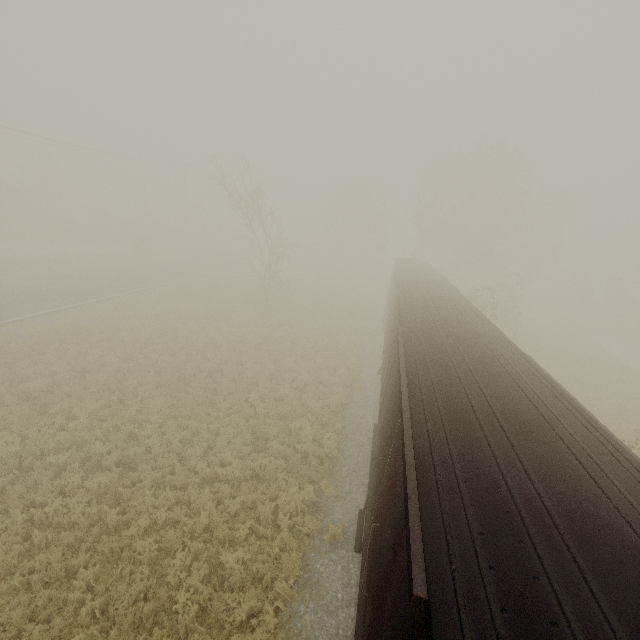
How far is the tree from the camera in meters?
30.8 m

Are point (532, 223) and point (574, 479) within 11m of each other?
no

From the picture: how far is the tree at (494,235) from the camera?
30.78m

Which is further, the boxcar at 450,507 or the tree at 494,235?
the tree at 494,235

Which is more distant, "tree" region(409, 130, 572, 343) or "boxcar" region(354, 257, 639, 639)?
"tree" region(409, 130, 572, 343)
